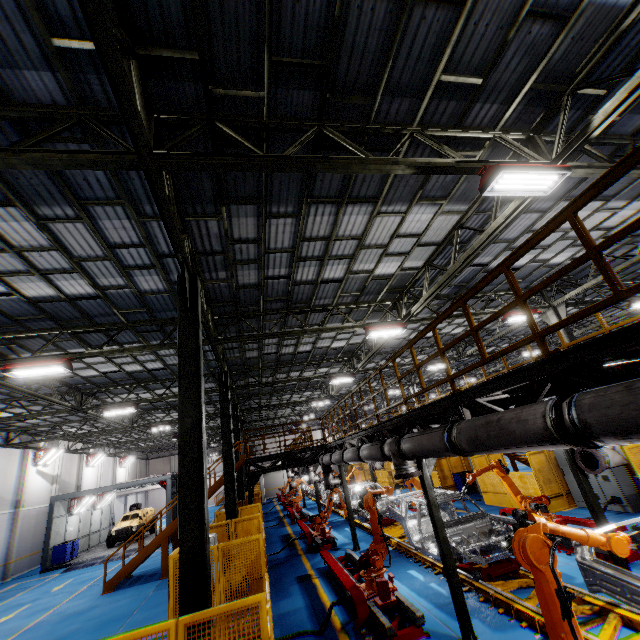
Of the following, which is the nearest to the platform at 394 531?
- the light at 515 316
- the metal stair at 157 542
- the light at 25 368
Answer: the metal stair at 157 542

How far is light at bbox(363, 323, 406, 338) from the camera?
12.59m

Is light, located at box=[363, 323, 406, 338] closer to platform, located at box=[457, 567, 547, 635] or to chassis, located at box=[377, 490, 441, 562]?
chassis, located at box=[377, 490, 441, 562]

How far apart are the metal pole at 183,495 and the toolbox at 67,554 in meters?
24.6 m

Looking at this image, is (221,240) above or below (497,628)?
above

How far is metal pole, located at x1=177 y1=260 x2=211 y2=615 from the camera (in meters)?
5.17

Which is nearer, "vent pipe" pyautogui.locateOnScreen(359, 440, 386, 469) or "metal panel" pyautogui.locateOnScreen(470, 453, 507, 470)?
"vent pipe" pyautogui.locateOnScreen(359, 440, 386, 469)

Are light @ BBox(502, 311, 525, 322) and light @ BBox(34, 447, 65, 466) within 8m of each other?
no
